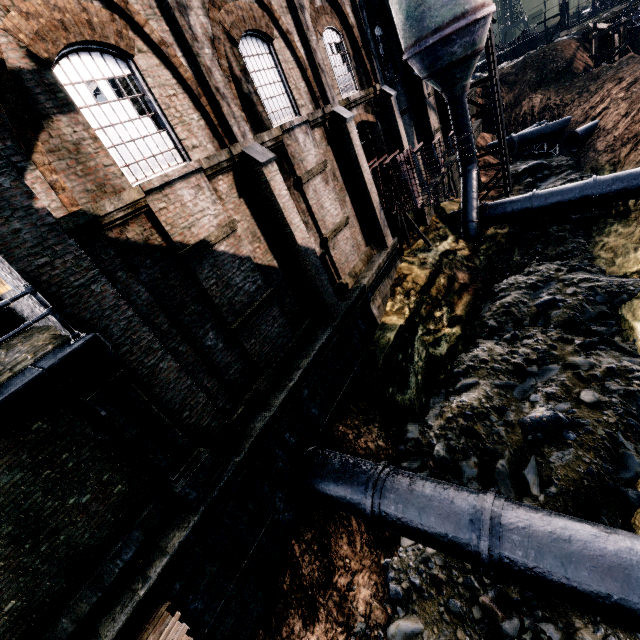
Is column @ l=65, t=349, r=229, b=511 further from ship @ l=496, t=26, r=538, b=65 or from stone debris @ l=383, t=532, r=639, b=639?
ship @ l=496, t=26, r=538, b=65

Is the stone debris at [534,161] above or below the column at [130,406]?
below

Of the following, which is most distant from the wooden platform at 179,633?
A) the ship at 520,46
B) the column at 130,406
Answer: the ship at 520,46

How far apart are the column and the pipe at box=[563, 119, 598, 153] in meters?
35.1 m

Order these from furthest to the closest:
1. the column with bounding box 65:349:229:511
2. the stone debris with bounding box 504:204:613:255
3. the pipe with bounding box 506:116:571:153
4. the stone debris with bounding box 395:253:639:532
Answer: the pipe with bounding box 506:116:571:153 < the stone debris with bounding box 504:204:613:255 < the stone debris with bounding box 395:253:639:532 < the column with bounding box 65:349:229:511

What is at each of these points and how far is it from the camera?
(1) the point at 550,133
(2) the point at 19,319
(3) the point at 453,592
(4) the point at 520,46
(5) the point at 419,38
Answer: (1) pipe, 31.7m
(2) building, 10.7m
(3) stone debris, 8.3m
(4) ship, 57.3m
(5) silo, 17.6m

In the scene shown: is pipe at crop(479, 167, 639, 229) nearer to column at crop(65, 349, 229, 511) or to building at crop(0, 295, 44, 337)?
building at crop(0, 295, 44, 337)

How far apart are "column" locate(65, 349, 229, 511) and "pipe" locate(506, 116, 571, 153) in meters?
40.1
